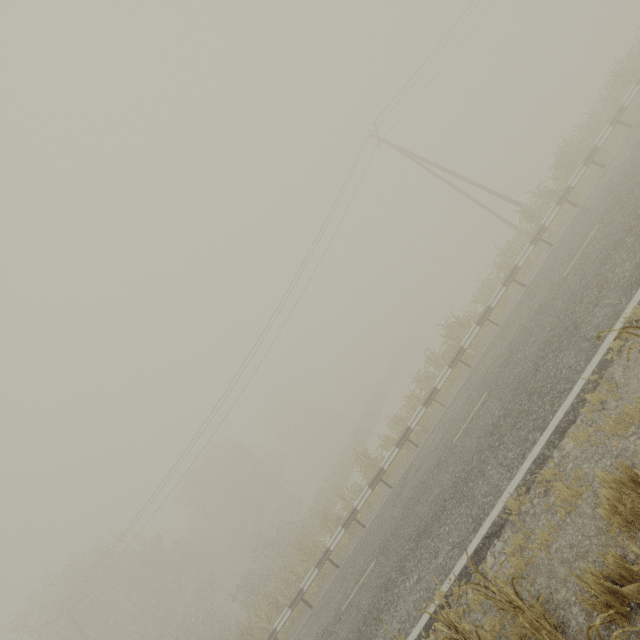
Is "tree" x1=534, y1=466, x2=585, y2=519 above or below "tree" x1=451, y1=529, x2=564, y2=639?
below

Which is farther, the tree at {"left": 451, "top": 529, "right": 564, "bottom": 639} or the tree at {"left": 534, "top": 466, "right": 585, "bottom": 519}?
the tree at {"left": 534, "top": 466, "right": 585, "bottom": 519}

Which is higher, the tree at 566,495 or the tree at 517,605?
the tree at 517,605

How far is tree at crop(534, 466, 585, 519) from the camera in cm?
451

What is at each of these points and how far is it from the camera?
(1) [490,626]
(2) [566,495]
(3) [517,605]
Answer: (1) tree, 4.4m
(2) tree, 4.5m
(3) tree, 3.6m

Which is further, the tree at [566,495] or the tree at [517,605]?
the tree at [566,495]
